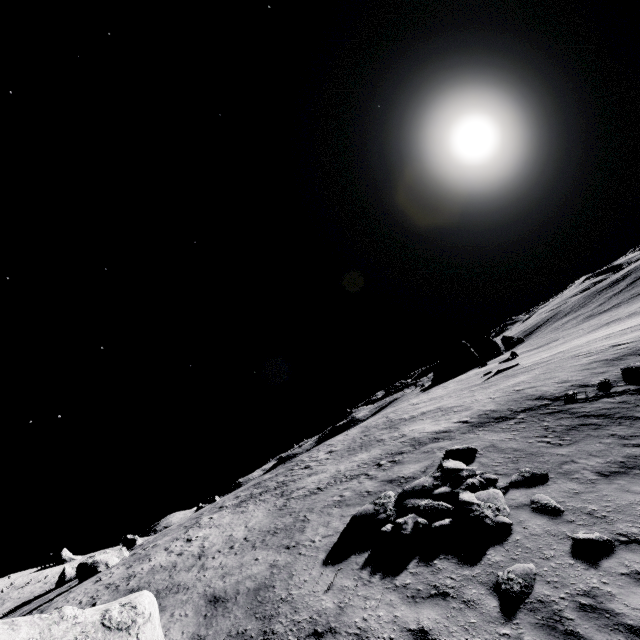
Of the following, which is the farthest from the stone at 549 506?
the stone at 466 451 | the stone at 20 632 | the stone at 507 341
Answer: the stone at 507 341

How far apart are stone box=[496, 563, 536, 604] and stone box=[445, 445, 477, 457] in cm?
642

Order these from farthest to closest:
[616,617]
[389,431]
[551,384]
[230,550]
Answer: [389,431] < [551,384] < [230,550] < [616,617]

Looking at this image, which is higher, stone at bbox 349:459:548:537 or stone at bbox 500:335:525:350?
stone at bbox 500:335:525:350

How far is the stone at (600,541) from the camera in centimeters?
686cm

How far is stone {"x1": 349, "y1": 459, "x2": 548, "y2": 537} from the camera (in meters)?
8.94

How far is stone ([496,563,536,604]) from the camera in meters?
6.3 m

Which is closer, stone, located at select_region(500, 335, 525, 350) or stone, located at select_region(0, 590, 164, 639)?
stone, located at select_region(0, 590, 164, 639)
